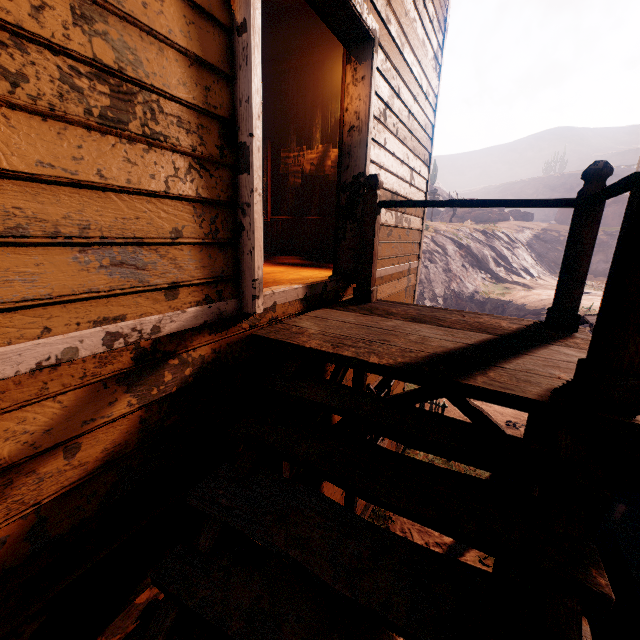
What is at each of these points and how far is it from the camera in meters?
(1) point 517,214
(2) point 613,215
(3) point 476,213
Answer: (1) instancedfoliageactor, 47.7 m
(2) instancedfoliageactor, 41.4 m
(3) rock, 42.6 m

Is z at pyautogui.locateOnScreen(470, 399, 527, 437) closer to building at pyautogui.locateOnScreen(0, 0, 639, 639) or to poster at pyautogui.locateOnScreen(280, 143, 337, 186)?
building at pyautogui.locateOnScreen(0, 0, 639, 639)

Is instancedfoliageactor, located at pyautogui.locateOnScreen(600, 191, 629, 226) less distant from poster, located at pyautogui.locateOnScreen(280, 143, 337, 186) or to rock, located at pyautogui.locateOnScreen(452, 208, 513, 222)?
rock, located at pyautogui.locateOnScreen(452, 208, 513, 222)

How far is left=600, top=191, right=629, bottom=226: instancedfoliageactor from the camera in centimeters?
4116cm

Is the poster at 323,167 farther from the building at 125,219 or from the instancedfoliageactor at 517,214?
the instancedfoliageactor at 517,214

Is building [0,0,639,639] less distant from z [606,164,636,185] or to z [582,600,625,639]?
z [582,600,625,639]

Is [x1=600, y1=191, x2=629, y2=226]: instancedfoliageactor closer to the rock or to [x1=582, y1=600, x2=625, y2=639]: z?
the rock

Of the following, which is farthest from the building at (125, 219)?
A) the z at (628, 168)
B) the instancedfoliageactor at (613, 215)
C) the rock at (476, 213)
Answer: the z at (628, 168)
